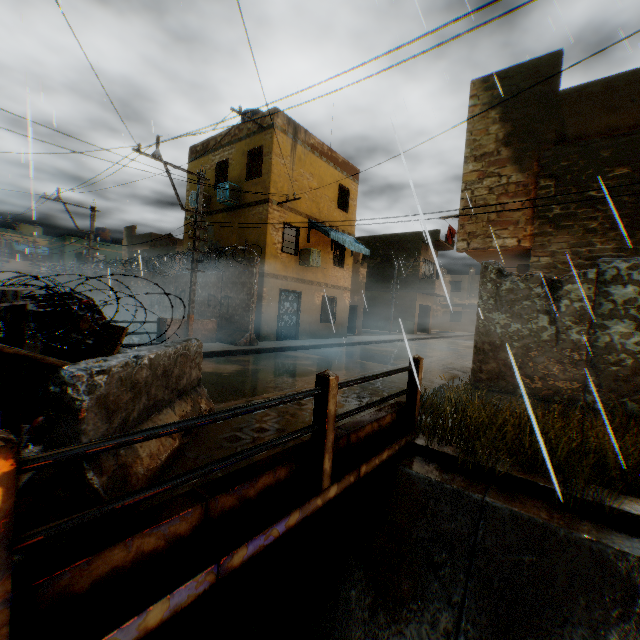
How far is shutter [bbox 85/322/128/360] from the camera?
4.1 meters

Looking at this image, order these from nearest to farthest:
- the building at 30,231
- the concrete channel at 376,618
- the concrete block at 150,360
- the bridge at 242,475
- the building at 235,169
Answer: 1. the bridge at 242,475
2. the concrete block at 150,360
3. the concrete channel at 376,618
4. the building at 235,169
5. the building at 30,231

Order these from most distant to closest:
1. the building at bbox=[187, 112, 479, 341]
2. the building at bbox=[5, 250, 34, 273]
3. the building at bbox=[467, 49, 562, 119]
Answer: the building at bbox=[5, 250, 34, 273], the building at bbox=[187, 112, 479, 341], the building at bbox=[467, 49, 562, 119]

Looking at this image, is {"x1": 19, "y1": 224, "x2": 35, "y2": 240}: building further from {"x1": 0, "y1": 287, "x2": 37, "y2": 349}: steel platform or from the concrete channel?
{"x1": 0, "y1": 287, "x2": 37, "y2": 349}: steel platform

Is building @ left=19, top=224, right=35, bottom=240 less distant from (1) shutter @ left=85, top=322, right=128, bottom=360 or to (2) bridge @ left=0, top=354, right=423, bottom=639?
(2) bridge @ left=0, top=354, right=423, bottom=639

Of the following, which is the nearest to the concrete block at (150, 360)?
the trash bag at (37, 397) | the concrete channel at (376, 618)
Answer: the trash bag at (37, 397)

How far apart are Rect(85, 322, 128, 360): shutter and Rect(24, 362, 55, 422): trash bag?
0.0m

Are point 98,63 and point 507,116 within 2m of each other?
no
